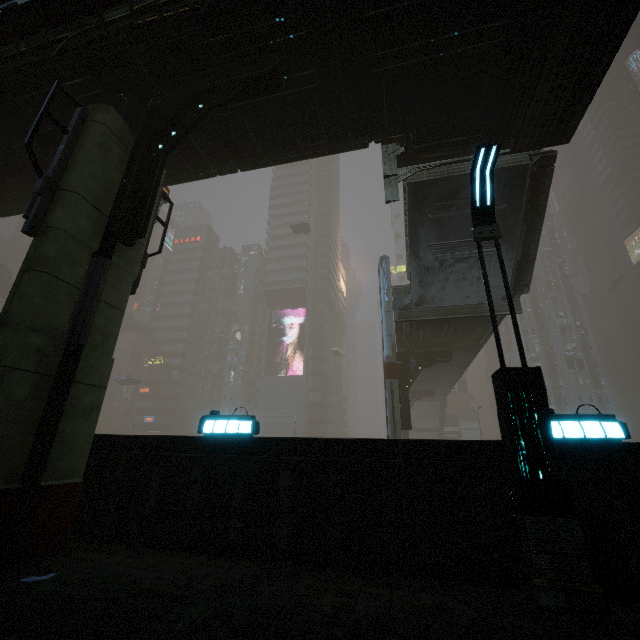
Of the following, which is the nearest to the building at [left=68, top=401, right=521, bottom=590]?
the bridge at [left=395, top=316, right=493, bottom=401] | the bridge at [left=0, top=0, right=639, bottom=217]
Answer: the bridge at [left=0, top=0, right=639, bottom=217]

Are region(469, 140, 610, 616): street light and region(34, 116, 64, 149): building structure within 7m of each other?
no

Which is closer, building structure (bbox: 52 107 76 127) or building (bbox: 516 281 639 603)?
building (bbox: 516 281 639 603)

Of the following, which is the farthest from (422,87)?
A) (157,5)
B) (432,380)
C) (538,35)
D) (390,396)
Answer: (432,380)

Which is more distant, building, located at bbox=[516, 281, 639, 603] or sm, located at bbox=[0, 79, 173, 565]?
sm, located at bbox=[0, 79, 173, 565]

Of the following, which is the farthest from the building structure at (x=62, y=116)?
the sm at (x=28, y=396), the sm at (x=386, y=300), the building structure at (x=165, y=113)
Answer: the sm at (x=386, y=300)

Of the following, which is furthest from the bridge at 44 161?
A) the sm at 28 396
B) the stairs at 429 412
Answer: the stairs at 429 412

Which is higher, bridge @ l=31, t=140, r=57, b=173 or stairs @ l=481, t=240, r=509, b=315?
bridge @ l=31, t=140, r=57, b=173
